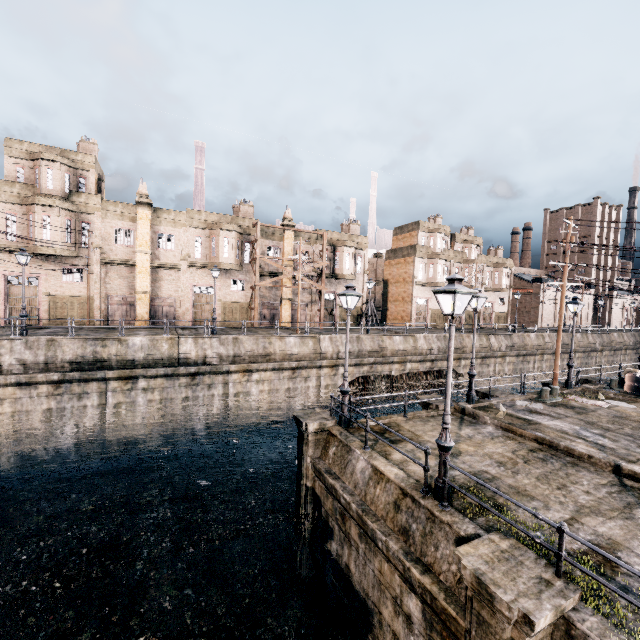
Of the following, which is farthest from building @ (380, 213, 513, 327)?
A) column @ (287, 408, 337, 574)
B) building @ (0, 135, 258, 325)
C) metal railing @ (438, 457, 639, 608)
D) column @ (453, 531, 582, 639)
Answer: column @ (453, 531, 582, 639)

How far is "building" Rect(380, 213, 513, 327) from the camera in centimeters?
4884cm

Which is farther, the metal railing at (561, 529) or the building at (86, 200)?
the building at (86, 200)

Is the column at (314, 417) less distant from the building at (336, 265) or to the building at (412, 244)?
the building at (336, 265)

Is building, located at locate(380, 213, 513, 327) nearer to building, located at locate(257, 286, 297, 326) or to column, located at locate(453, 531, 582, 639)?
building, located at locate(257, 286, 297, 326)

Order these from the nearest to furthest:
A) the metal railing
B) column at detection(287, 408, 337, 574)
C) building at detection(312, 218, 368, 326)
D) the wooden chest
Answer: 1. the metal railing
2. column at detection(287, 408, 337, 574)
3. the wooden chest
4. building at detection(312, 218, 368, 326)

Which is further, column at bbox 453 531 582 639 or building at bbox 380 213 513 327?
building at bbox 380 213 513 327

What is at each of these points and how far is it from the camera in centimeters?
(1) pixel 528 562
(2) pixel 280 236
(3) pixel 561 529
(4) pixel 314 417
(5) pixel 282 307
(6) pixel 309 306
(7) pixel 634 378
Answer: (1) column, 610cm
(2) building, 3859cm
(3) metal railing, 571cm
(4) column, 1338cm
(5) building, 3888cm
(6) building, 4116cm
(7) wooden chest, 2097cm
